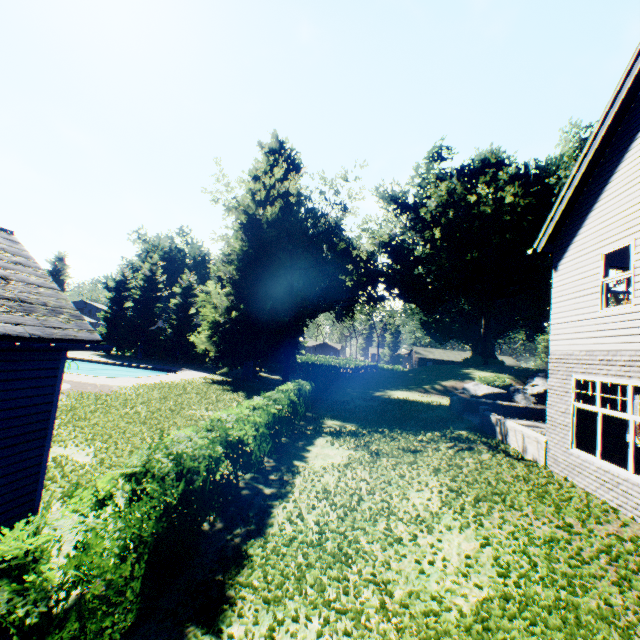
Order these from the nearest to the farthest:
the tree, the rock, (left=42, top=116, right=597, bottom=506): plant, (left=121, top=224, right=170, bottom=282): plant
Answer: (left=42, top=116, right=597, bottom=506): plant < the rock < the tree < (left=121, top=224, right=170, bottom=282): plant

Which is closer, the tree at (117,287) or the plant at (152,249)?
the tree at (117,287)

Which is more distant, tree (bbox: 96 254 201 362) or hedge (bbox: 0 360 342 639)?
tree (bbox: 96 254 201 362)

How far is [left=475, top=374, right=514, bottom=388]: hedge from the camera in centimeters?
3000cm

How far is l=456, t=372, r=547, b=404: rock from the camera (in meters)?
28.50

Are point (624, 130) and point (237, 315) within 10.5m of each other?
no

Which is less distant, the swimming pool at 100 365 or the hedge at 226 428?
the hedge at 226 428

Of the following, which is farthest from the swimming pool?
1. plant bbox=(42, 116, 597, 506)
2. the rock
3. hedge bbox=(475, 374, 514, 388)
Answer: hedge bbox=(475, 374, 514, 388)
